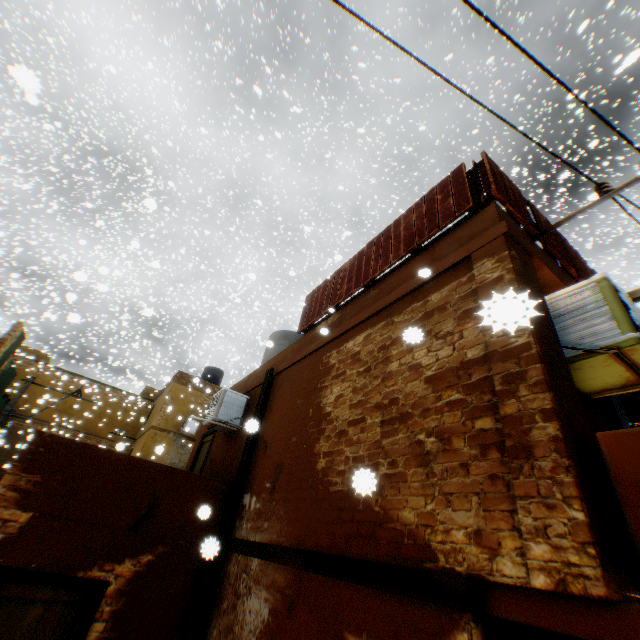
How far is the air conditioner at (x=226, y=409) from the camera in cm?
762

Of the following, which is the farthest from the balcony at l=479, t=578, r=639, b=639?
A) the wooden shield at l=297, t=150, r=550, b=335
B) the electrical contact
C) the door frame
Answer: the electrical contact

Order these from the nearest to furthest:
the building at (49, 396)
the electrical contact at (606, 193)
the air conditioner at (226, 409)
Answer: the electrical contact at (606, 193), the air conditioner at (226, 409), the building at (49, 396)

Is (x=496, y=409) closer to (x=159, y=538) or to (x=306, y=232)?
(x=159, y=538)

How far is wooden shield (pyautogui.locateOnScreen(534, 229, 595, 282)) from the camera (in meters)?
4.87

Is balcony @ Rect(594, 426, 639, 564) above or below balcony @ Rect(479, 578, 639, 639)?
above

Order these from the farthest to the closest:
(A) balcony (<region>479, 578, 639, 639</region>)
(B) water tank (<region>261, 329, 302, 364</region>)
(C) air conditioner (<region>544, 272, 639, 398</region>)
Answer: (B) water tank (<region>261, 329, 302, 364</region>) < (C) air conditioner (<region>544, 272, 639, 398</region>) < (A) balcony (<region>479, 578, 639, 639</region>)

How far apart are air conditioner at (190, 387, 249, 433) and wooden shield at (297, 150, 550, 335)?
0.61m
